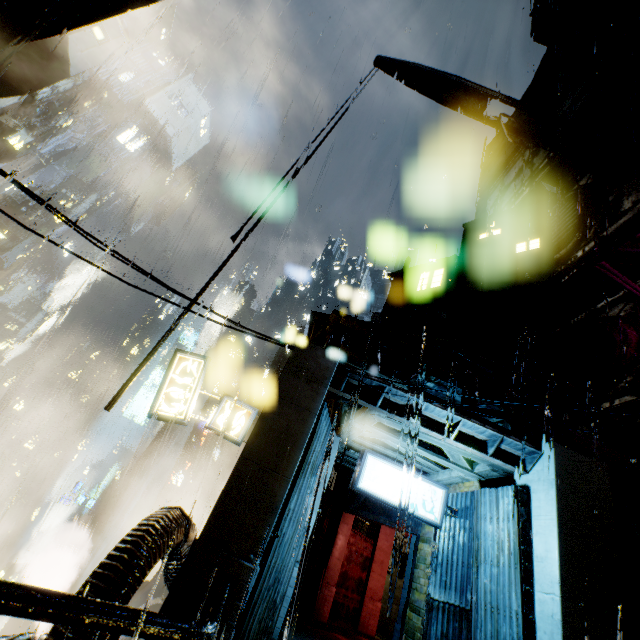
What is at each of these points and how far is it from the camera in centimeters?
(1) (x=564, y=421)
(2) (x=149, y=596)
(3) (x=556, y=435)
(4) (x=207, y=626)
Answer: (1) building, 1346cm
(2) gear, 1705cm
(3) building, 831cm
(4) railing, 276cm

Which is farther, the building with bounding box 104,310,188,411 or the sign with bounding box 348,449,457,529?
the sign with bounding box 348,449,457,529

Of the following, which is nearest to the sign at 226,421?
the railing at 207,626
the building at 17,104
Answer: the building at 17,104

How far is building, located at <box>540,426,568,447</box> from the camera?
8.2m

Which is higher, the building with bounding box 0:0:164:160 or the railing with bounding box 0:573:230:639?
the building with bounding box 0:0:164:160

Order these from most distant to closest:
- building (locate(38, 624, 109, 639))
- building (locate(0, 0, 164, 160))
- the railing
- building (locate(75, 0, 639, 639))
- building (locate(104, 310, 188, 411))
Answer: building (locate(0, 0, 164, 160)), building (locate(104, 310, 188, 411)), building (locate(75, 0, 639, 639)), building (locate(38, 624, 109, 639)), the railing

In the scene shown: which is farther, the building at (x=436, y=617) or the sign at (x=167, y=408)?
the sign at (x=167, y=408)

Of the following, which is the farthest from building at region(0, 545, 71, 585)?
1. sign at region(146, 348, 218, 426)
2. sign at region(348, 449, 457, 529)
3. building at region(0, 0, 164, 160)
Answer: sign at region(348, 449, 457, 529)
